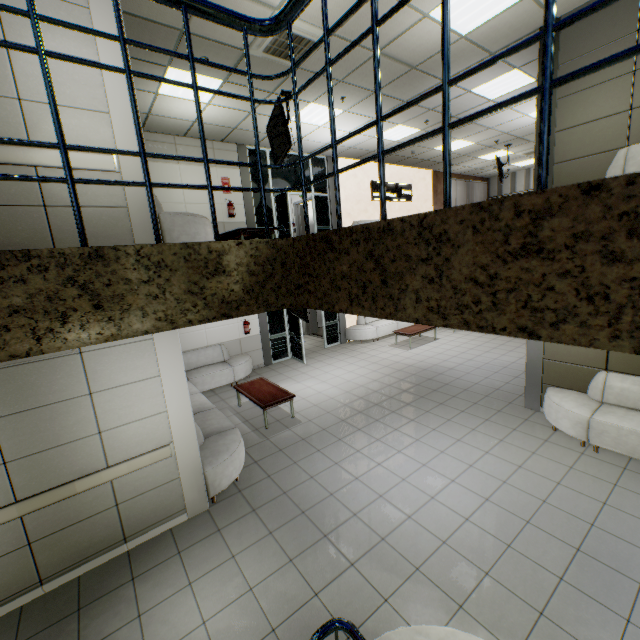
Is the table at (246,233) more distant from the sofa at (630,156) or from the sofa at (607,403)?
the sofa at (607,403)

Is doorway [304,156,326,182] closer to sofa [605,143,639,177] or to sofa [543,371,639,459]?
sofa [605,143,639,177]

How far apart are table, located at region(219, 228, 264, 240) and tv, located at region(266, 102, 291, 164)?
1.6 meters

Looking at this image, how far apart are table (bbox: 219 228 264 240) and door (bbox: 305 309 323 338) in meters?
5.6 m

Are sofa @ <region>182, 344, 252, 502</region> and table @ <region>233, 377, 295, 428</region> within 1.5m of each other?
yes

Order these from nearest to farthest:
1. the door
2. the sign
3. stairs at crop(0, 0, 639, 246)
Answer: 1. stairs at crop(0, 0, 639, 246)
2. the sign
3. the door

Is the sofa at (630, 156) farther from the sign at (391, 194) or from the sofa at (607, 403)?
the sign at (391, 194)

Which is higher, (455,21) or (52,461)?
(455,21)
